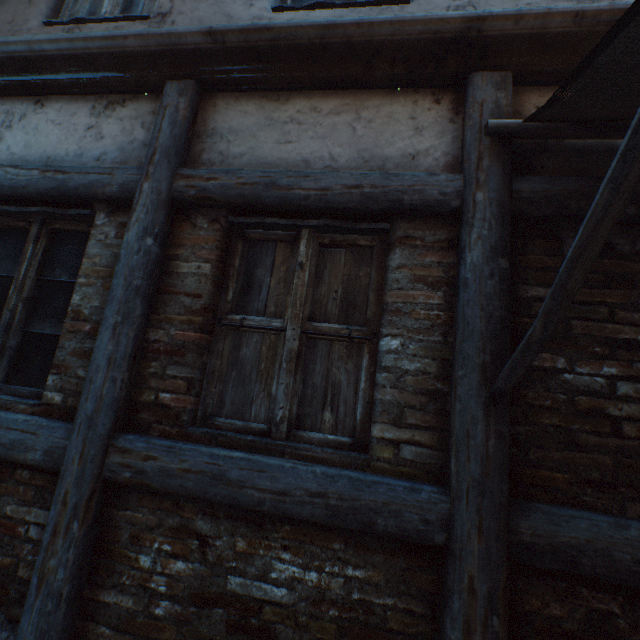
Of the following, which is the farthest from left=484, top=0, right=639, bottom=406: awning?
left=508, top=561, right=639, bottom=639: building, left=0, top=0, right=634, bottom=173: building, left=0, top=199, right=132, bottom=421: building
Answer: left=0, top=199, right=132, bottom=421: building

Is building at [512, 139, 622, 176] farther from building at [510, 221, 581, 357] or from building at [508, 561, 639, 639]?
building at [508, 561, 639, 639]

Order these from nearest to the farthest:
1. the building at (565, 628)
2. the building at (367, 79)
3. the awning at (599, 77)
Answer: the awning at (599, 77), the building at (565, 628), the building at (367, 79)

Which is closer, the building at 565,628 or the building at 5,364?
the building at 565,628

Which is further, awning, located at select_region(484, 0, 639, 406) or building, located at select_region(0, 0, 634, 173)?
building, located at select_region(0, 0, 634, 173)

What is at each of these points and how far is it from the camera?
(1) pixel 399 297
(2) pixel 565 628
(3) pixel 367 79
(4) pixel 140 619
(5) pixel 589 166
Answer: (1) building, 1.8 meters
(2) building, 1.4 meters
(3) building, 2.0 meters
(4) building, 1.6 meters
(5) building, 1.8 meters

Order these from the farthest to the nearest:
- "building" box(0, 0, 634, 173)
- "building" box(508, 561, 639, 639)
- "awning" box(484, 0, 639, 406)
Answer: "building" box(0, 0, 634, 173), "building" box(508, 561, 639, 639), "awning" box(484, 0, 639, 406)

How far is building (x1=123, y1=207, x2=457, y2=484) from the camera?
1.7m
